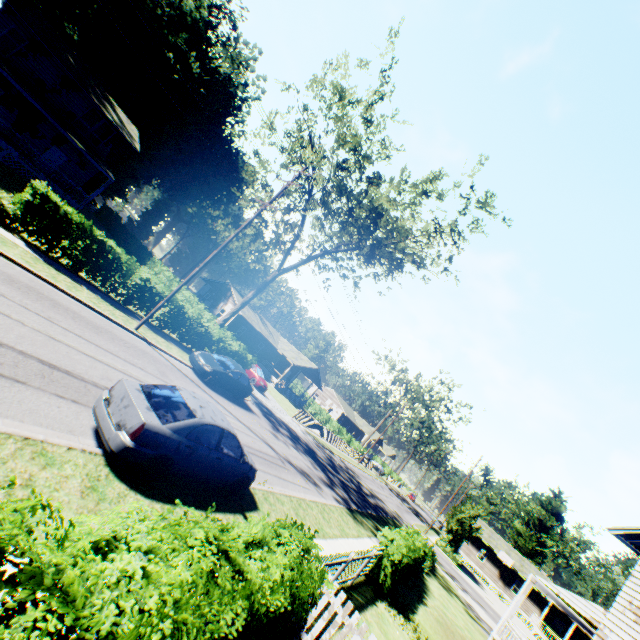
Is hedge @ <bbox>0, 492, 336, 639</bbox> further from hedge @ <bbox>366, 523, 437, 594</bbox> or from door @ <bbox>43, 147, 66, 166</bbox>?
door @ <bbox>43, 147, 66, 166</bbox>

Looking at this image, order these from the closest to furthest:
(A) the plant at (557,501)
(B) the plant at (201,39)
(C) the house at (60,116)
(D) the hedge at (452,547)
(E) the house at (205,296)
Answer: (C) the house at (60,116), (D) the hedge at (452,547), (B) the plant at (201,39), (E) the house at (205,296), (A) the plant at (557,501)

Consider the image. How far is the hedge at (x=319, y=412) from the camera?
54.04m

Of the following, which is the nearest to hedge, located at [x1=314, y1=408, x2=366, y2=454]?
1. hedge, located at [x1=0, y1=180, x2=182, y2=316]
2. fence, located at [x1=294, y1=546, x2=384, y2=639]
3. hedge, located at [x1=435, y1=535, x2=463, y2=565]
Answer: hedge, located at [x1=435, y1=535, x2=463, y2=565]

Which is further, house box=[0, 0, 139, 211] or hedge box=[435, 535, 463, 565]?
hedge box=[435, 535, 463, 565]

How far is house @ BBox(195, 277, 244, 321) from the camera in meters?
44.2

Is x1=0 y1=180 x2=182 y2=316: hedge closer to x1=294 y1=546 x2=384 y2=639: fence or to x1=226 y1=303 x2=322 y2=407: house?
x1=226 y1=303 x2=322 y2=407: house

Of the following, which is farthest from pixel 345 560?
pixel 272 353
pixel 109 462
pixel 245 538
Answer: pixel 272 353
